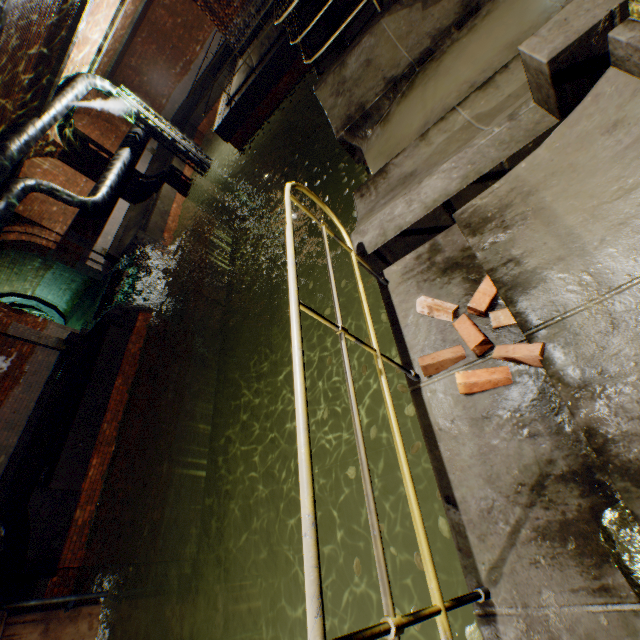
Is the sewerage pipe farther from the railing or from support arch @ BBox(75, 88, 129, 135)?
the railing

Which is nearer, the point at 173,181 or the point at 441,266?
the point at 441,266

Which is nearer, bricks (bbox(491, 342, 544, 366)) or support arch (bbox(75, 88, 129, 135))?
bricks (bbox(491, 342, 544, 366))

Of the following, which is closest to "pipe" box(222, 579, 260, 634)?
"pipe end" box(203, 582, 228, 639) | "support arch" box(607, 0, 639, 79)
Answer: "pipe end" box(203, 582, 228, 639)

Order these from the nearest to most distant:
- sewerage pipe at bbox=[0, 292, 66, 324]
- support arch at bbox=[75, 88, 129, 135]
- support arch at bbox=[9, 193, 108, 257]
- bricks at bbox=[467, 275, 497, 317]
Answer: bricks at bbox=[467, 275, 497, 317], support arch at bbox=[9, 193, 108, 257], sewerage pipe at bbox=[0, 292, 66, 324], support arch at bbox=[75, 88, 129, 135]

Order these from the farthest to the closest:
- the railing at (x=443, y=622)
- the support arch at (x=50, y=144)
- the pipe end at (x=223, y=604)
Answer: the support arch at (x=50, y=144), the pipe end at (x=223, y=604), the railing at (x=443, y=622)

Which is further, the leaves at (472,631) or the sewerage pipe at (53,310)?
the sewerage pipe at (53,310)

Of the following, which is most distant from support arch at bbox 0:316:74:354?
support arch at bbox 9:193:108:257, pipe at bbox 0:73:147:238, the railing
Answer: the railing
